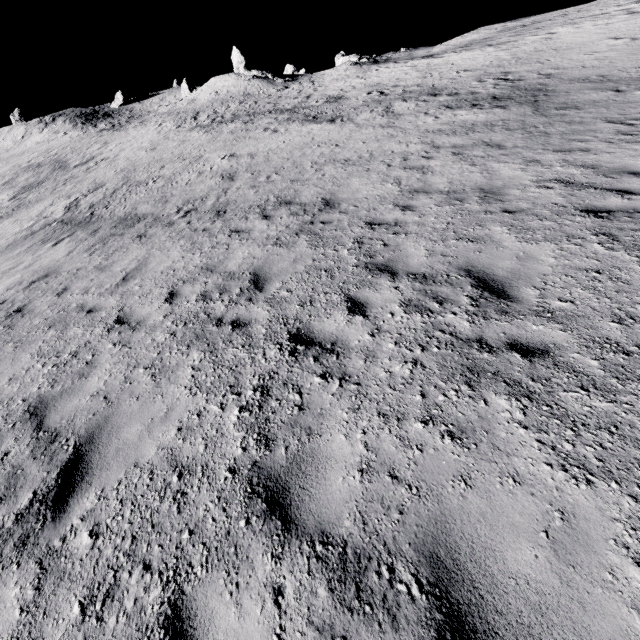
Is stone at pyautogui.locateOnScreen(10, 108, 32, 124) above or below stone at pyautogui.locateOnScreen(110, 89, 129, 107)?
above

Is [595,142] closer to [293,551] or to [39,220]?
[293,551]

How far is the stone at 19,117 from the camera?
58.25m

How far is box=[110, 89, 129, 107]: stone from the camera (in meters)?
58.47

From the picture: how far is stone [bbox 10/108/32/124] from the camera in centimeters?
5825cm

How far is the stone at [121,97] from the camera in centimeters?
5847cm
